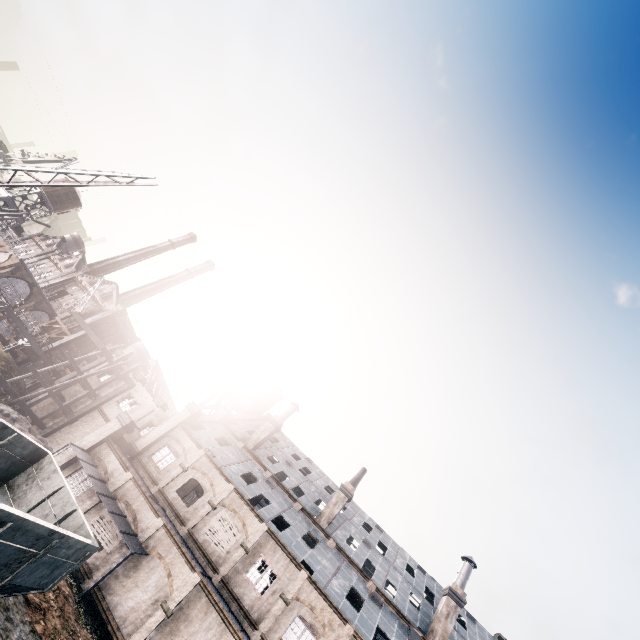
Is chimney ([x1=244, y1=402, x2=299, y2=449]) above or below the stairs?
above

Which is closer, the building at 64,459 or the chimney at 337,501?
the building at 64,459

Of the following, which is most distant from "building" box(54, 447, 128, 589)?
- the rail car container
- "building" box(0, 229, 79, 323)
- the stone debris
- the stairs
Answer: "building" box(0, 229, 79, 323)

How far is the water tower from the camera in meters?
47.7 m

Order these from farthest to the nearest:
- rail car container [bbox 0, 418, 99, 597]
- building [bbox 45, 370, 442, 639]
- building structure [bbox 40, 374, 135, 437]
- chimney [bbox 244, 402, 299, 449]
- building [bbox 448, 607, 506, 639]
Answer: chimney [bbox 244, 402, 299, 449] < building structure [bbox 40, 374, 135, 437] < building [bbox 448, 607, 506, 639] < building [bbox 45, 370, 442, 639] < rail car container [bbox 0, 418, 99, 597]

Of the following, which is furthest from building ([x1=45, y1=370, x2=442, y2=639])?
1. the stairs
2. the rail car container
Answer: the rail car container

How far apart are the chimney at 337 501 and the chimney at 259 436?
9.5m

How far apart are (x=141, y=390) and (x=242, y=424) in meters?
12.6 m
